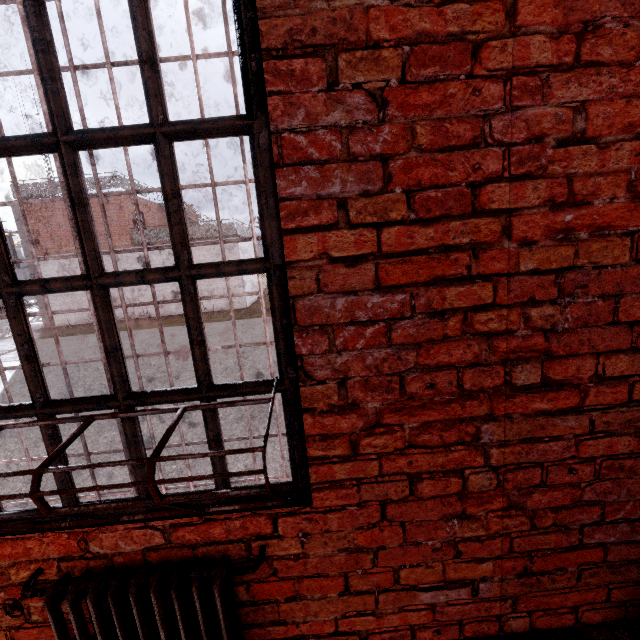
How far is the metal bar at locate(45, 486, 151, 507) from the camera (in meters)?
1.33

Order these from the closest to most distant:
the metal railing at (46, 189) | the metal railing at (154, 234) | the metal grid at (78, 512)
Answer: the metal grid at (78, 512) < the metal railing at (46, 189) < the metal railing at (154, 234)

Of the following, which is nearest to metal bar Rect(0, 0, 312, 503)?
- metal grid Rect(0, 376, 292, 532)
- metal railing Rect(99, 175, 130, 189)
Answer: metal grid Rect(0, 376, 292, 532)

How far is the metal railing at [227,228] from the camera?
18.4 meters

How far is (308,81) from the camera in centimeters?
103cm

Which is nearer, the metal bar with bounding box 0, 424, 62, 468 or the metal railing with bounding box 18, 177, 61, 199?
the metal bar with bounding box 0, 424, 62, 468
